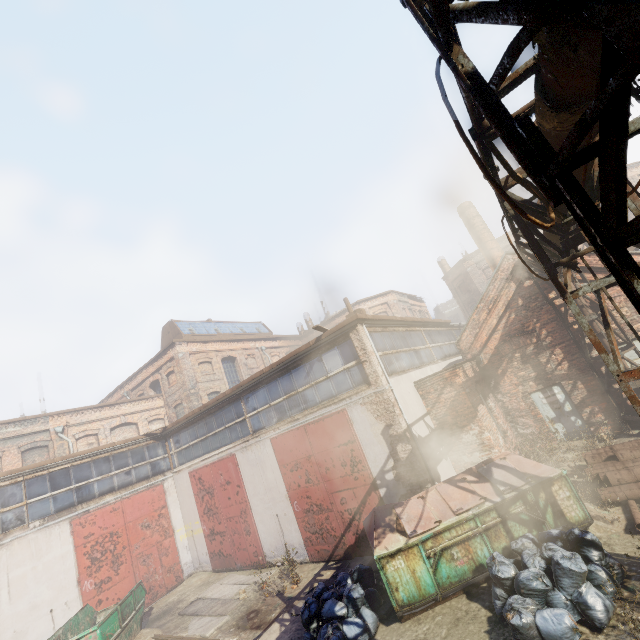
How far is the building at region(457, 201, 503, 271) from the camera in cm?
1894

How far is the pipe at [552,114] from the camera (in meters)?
2.01

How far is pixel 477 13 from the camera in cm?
192

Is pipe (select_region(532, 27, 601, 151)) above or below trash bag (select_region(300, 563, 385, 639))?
above

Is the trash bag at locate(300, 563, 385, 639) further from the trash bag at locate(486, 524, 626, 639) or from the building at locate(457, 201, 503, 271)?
the building at locate(457, 201, 503, 271)

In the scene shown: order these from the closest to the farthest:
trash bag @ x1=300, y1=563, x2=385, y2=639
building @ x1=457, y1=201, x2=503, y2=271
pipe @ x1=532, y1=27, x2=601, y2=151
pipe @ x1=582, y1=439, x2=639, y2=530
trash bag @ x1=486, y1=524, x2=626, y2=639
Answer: pipe @ x1=532, y1=27, x2=601, y2=151 < trash bag @ x1=486, y1=524, x2=626, y2=639 < trash bag @ x1=300, y1=563, x2=385, y2=639 < pipe @ x1=582, y1=439, x2=639, y2=530 < building @ x1=457, y1=201, x2=503, y2=271

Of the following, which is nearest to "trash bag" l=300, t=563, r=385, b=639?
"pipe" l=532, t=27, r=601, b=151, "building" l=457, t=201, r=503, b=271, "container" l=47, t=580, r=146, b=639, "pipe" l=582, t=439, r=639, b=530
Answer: "pipe" l=582, t=439, r=639, b=530

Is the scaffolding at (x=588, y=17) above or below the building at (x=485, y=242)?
below
